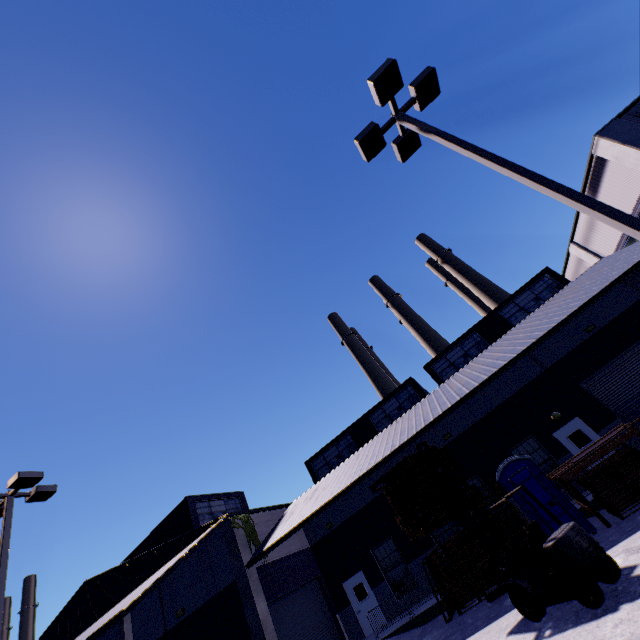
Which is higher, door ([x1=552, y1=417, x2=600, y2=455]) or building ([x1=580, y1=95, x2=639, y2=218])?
building ([x1=580, y1=95, x2=639, y2=218])

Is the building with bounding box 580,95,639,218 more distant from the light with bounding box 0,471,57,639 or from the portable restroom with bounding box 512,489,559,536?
the light with bounding box 0,471,57,639

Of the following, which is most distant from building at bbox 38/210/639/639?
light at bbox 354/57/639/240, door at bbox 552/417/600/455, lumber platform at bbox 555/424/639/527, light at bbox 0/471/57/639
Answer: light at bbox 354/57/639/240

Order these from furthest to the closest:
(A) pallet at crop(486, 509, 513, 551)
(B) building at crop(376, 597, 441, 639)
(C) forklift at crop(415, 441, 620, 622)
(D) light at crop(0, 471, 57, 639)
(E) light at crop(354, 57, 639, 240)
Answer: (B) building at crop(376, 597, 441, 639)
(A) pallet at crop(486, 509, 513, 551)
(D) light at crop(0, 471, 57, 639)
(C) forklift at crop(415, 441, 620, 622)
(E) light at crop(354, 57, 639, 240)

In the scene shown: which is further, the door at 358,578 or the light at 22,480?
the door at 358,578

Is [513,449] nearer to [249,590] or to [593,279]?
[593,279]

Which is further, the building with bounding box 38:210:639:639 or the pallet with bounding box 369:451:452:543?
the building with bounding box 38:210:639:639

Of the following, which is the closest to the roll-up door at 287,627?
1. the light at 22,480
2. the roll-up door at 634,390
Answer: the light at 22,480
